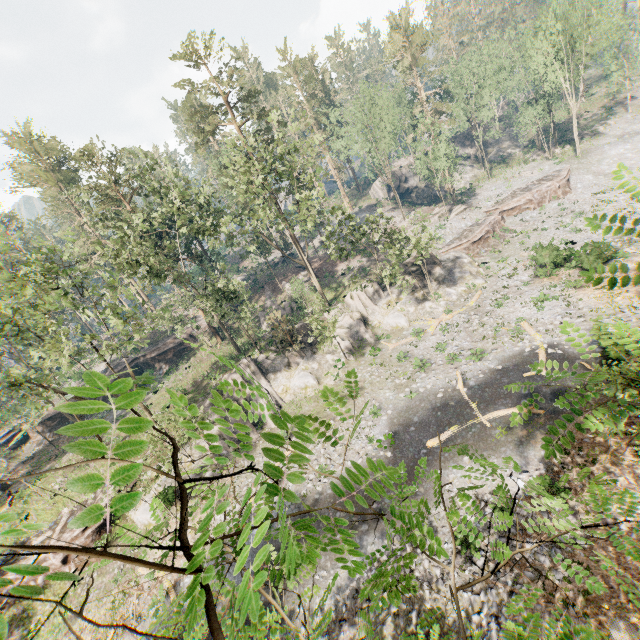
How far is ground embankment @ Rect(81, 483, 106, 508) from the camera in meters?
24.9 m

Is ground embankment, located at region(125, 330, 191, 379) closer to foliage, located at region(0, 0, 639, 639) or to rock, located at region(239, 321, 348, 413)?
foliage, located at region(0, 0, 639, 639)

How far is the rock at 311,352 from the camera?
30.2 meters

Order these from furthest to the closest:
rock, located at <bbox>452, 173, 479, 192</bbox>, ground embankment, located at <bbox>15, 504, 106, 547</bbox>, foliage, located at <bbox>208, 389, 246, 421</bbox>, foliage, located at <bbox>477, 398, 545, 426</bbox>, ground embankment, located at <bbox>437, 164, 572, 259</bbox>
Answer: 1. rock, located at <bbox>452, 173, 479, 192</bbox>
2. ground embankment, located at <bbox>437, 164, 572, 259</bbox>
3. ground embankment, located at <bbox>15, 504, 106, 547</bbox>
4. foliage, located at <bbox>477, 398, 545, 426</bbox>
5. foliage, located at <bbox>208, 389, 246, 421</bbox>

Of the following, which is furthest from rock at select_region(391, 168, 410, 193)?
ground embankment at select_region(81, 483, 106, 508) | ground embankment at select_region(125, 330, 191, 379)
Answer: ground embankment at select_region(81, 483, 106, 508)

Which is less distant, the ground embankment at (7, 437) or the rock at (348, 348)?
the rock at (348, 348)

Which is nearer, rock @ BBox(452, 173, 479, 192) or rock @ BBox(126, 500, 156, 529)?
rock @ BBox(126, 500, 156, 529)

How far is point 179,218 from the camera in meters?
36.3 m
